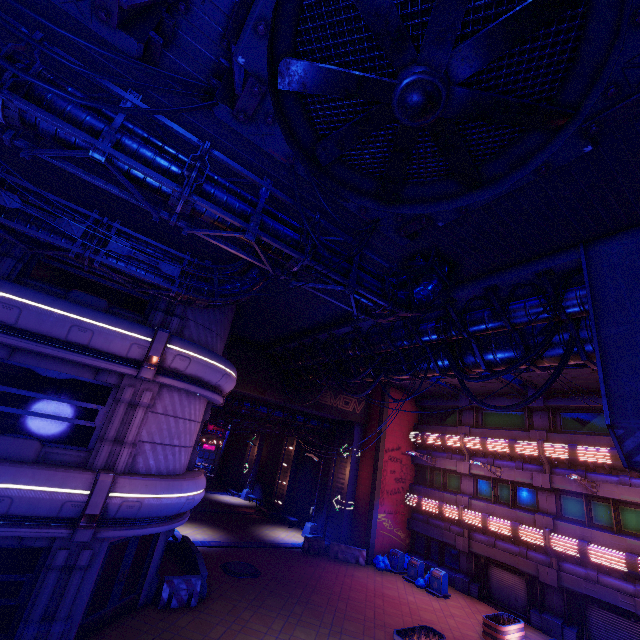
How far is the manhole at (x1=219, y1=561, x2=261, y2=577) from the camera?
16.2 meters

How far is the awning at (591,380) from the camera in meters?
16.1

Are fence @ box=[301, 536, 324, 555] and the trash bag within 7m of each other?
yes

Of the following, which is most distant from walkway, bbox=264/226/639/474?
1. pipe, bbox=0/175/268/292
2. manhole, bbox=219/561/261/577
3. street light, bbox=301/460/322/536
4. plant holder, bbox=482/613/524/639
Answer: plant holder, bbox=482/613/524/639

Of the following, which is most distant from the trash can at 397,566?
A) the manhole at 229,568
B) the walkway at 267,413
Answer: the walkway at 267,413

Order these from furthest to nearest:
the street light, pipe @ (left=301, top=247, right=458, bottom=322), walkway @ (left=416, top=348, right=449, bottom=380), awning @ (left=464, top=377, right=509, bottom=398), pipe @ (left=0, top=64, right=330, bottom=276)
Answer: the street light, awning @ (left=464, top=377, right=509, bottom=398), walkway @ (left=416, top=348, right=449, bottom=380), pipe @ (left=301, top=247, right=458, bottom=322), pipe @ (left=0, top=64, right=330, bottom=276)

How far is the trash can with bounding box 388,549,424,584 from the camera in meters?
20.4 m

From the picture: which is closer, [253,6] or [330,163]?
[253,6]
